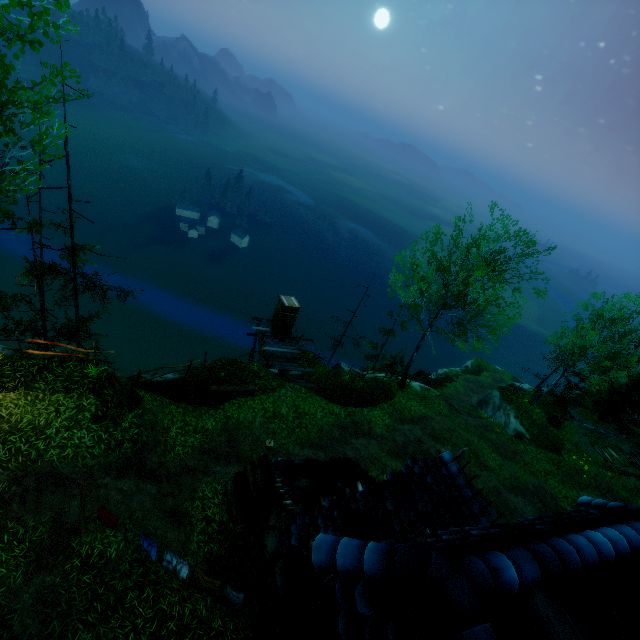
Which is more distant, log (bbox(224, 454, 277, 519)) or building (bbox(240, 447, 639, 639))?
log (bbox(224, 454, 277, 519))

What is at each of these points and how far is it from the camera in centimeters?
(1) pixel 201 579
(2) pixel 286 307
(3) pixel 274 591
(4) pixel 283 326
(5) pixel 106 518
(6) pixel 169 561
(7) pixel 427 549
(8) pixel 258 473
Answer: (1) linen, 746cm
(2) outhouse, 2011cm
(3) window shutters, 689cm
(4) outhouse door, 2088cm
(5) linen, 775cm
(6) linen, 768cm
(7) building, 271cm
(8) log, 1121cm

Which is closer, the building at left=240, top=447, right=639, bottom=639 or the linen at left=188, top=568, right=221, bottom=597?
the building at left=240, top=447, right=639, bottom=639

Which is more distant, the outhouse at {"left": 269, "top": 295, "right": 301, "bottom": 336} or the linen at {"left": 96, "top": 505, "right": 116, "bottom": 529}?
the outhouse at {"left": 269, "top": 295, "right": 301, "bottom": 336}

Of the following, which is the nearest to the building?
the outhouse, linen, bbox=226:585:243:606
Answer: linen, bbox=226:585:243:606

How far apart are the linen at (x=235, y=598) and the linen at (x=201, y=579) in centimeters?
12cm

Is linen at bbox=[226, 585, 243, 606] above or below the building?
below

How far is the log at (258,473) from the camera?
10.80m
